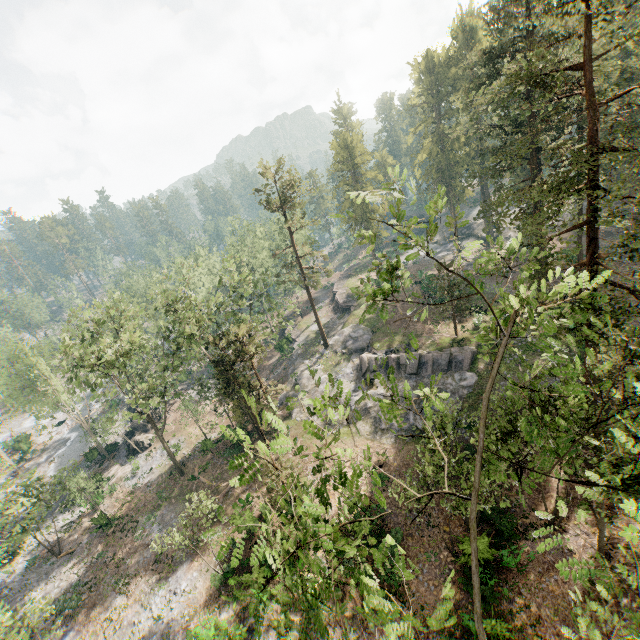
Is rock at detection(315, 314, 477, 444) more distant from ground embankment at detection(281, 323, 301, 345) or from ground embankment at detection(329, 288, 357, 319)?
ground embankment at detection(281, 323, 301, 345)

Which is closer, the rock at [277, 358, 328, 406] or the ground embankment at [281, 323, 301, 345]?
the rock at [277, 358, 328, 406]

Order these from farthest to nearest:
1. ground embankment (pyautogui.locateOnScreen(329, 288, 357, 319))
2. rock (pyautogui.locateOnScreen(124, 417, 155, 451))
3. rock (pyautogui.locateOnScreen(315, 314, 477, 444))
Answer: ground embankment (pyautogui.locateOnScreen(329, 288, 357, 319)) < rock (pyautogui.locateOnScreen(124, 417, 155, 451)) < rock (pyautogui.locateOnScreen(315, 314, 477, 444))

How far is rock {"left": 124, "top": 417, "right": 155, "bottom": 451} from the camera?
42.06m

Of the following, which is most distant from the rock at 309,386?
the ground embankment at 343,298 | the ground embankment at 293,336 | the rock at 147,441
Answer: the rock at 147,441

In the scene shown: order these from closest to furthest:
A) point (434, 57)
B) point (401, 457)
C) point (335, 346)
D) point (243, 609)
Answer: point (243, 609) → point (401, 457) → point (335, 346) → point (434, 57)

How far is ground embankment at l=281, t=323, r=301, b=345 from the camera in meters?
52.2 m

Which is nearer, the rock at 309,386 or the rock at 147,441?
the rock at 309,386
